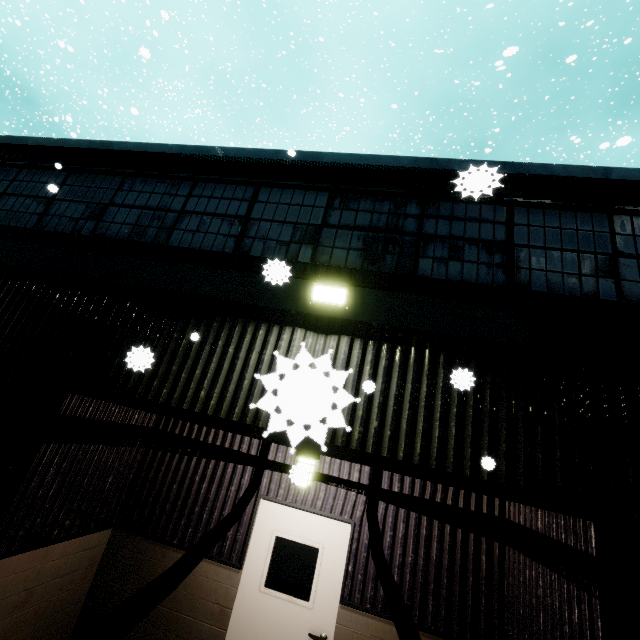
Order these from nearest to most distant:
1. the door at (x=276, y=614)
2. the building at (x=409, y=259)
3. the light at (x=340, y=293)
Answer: the building at (x=409, y=259), the light at (x=340, y=293), the door at (x=276, y=614)

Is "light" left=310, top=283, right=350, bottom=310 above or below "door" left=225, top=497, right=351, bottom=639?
above

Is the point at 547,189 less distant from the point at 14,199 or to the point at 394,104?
the point at 394,104

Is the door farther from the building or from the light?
the light

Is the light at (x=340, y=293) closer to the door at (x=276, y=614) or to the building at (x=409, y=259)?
the building at (x=409, y=259)

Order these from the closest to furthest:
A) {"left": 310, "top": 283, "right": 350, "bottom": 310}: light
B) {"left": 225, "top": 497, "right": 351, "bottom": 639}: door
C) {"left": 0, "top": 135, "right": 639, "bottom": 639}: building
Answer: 1. {"left": 0, "top": 135, "right": 639, "bottom": 639}: building
2. {"left": 310, "top": 283, "right": 350, "bottom": 310}: light
3. {"left": 225, "top": 497, "right": 351, "bottom": 639}: door

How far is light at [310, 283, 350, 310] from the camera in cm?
402

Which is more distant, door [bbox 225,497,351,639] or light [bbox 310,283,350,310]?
door [bbox 225,497,351,639]
